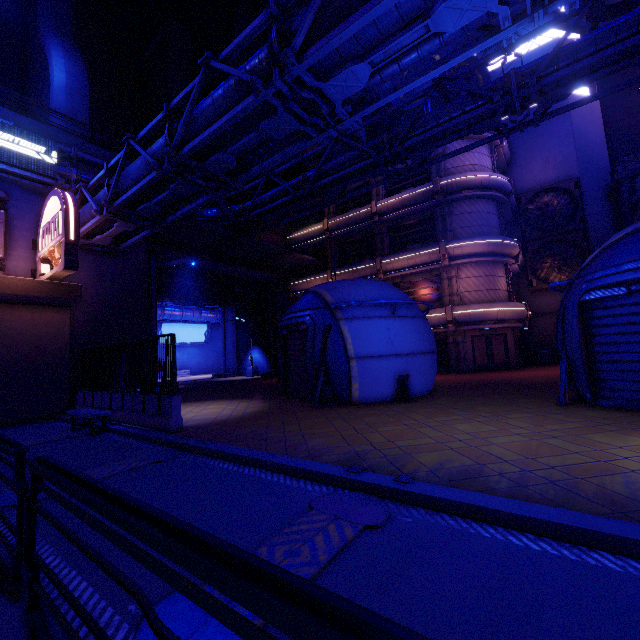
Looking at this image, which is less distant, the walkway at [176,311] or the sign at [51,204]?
the sign at [51,204]

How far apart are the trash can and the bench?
28.4 meters

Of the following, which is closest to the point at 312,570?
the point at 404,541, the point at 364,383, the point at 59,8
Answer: the point at 404,541

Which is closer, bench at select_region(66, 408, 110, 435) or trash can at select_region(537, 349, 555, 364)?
bench at select_region(66, 408, 110, 435)

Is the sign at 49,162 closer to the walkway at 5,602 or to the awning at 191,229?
the awning at 191,229

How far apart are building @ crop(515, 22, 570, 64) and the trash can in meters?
26.2

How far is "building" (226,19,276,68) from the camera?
29.7m

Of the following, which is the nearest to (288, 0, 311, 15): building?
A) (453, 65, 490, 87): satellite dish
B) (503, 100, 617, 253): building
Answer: (453, 65, 490, 87): satellite dish
